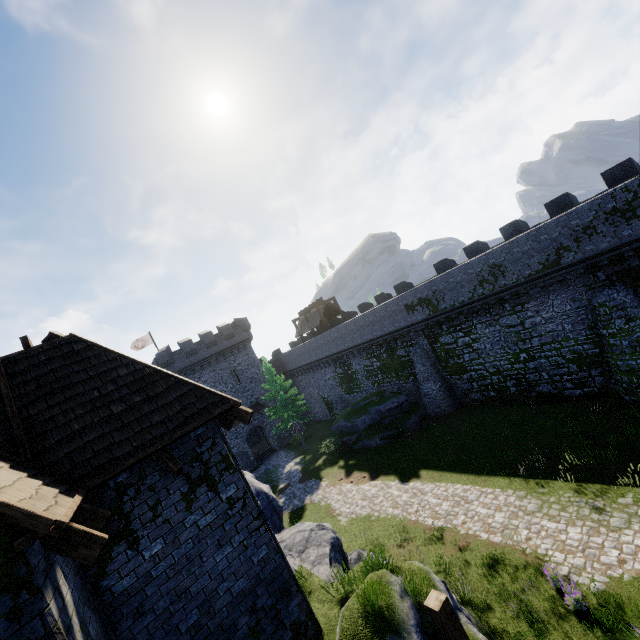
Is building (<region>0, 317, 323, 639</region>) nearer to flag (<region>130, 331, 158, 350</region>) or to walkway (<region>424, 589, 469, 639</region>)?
walkway (<region>424, 589, 469, 639</region>)

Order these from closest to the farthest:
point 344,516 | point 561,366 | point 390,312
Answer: point 344,516
point 561,366
point 390,312

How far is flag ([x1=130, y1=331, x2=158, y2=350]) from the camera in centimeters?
4138cm

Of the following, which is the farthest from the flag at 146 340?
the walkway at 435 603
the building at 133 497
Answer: the walkway at 435 603

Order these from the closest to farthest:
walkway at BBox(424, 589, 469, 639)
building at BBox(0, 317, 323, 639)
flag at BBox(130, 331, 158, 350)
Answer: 1. building at BBox(0, 317, 323, 639)
2. walkway at BBox(424, 589, 469, 639)
3. flag at BBox(130, 331, 158, 350)

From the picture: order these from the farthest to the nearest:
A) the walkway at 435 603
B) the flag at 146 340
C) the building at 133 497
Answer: the flag at 146 340, the walkway at 435 603, the building at 133 497

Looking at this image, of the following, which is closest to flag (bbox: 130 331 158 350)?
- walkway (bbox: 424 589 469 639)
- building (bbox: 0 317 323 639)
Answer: building (bbox: 0 317 323 639)
